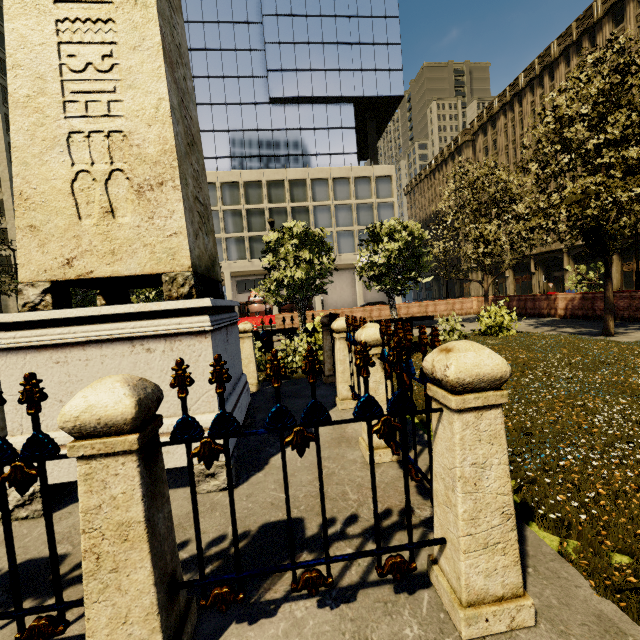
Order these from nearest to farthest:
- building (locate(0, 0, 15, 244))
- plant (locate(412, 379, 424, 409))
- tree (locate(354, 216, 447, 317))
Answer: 1. plant (locate(412, 379, 424, 409))
2. tree (locate(354, 216, 447, 317))
3. building (locate(0, 0, 15, 244))

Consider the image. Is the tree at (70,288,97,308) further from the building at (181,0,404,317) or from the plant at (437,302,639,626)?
the building at (181,0,404,317)

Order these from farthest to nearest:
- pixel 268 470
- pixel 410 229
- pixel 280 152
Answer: pixel 280 152 < pixel 410 229 < pixel 268 470

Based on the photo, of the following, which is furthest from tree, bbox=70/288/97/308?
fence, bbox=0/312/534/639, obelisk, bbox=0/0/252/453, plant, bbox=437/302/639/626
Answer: obelisk, bbox=0/0/252/453

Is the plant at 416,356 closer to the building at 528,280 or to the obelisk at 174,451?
the obelisk at 174,451

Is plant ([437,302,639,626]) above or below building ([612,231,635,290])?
below

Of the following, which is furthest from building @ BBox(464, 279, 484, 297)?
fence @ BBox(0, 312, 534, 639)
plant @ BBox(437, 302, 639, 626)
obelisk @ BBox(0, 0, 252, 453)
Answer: obelisk @ BBox(0, 0, 252, 453)

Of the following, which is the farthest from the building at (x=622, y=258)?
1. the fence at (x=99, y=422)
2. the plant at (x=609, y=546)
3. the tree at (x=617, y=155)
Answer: the fence at (x=99, y=422)
